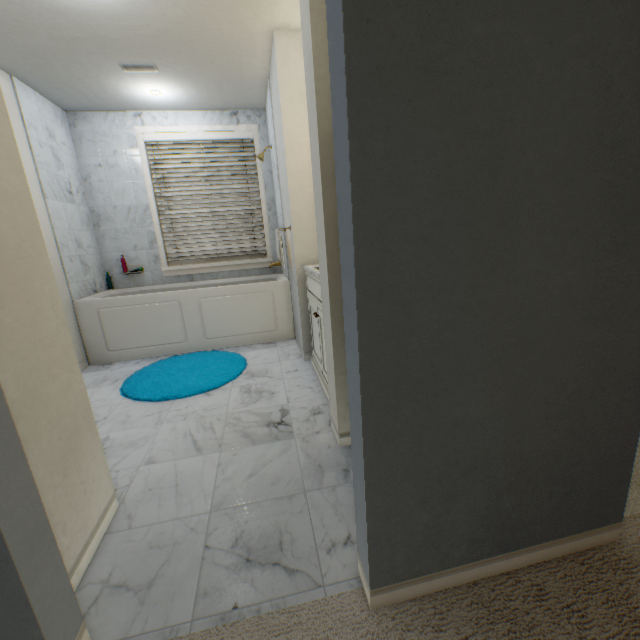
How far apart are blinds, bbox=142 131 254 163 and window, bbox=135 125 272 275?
0.0 meters

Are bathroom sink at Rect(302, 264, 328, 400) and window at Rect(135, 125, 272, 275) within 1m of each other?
no

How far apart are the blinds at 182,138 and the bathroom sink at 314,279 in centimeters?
157cm

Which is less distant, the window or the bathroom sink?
the bathroom sink

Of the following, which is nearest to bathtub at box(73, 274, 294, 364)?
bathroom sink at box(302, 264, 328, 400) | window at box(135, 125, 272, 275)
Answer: window at box(135, 125, 272, 275)

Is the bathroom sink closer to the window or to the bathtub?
the bathtub

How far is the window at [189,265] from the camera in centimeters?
352cm

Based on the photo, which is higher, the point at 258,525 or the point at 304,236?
the point at 304,236
